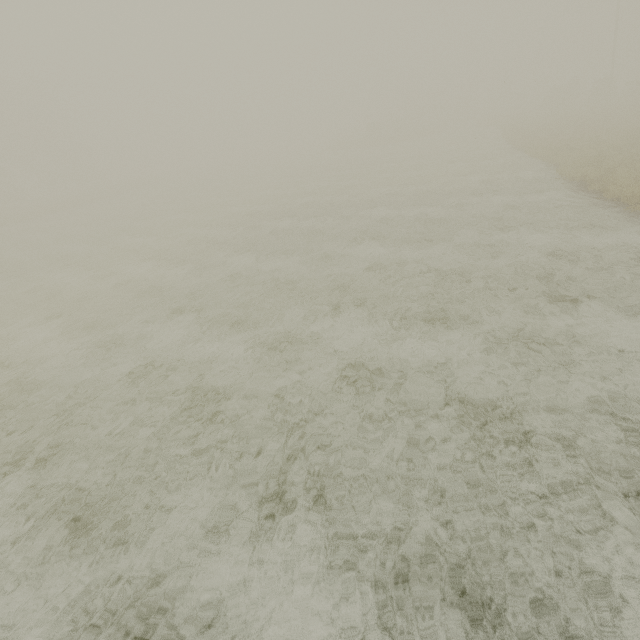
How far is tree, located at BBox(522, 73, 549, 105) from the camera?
56.3 meters

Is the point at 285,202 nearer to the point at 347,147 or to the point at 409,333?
the point at 409,333

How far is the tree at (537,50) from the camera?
54.2m

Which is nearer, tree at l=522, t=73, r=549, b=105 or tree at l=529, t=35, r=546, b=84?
tree at l=529, t=35, r=546, b=84

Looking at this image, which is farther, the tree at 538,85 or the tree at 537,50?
the tree at 538,85
